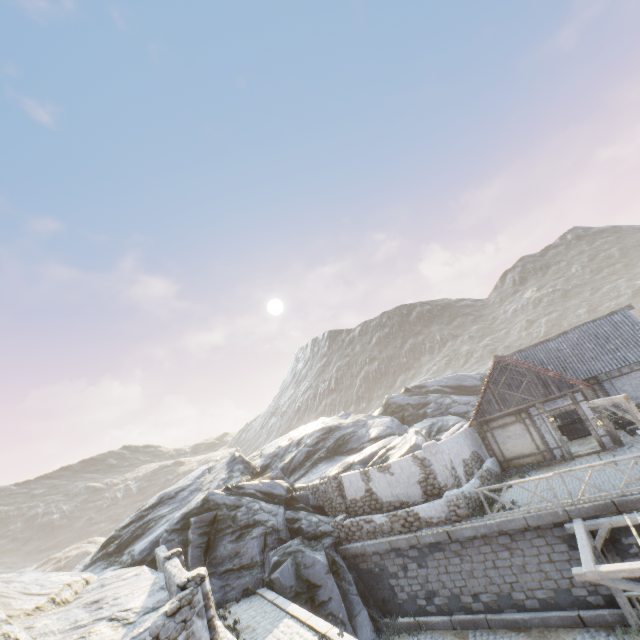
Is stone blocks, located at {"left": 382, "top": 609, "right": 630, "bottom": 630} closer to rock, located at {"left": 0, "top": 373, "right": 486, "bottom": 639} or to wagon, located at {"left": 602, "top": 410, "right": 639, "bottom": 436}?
rock, located at {"left": 0, "top": 373, "right": 486, "bottom": 639}

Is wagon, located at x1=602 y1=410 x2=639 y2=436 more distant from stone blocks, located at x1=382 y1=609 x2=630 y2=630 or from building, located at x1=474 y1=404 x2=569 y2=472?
stone blocks, located at x1=382 y1=609 x2=630 y2=630

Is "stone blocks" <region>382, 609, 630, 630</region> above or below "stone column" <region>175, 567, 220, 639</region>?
below

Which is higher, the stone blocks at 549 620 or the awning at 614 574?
the awning at 614 574

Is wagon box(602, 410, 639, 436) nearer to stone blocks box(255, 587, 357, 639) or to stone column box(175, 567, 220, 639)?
stone blocks box(255, 587, 357, 639)

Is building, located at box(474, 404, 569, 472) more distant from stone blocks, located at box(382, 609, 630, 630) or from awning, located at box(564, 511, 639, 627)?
awning, located at box(564, 511, 639, 627)

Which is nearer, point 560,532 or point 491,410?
point 560,532

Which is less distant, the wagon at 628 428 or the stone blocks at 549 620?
the stone blocks at 549 620
